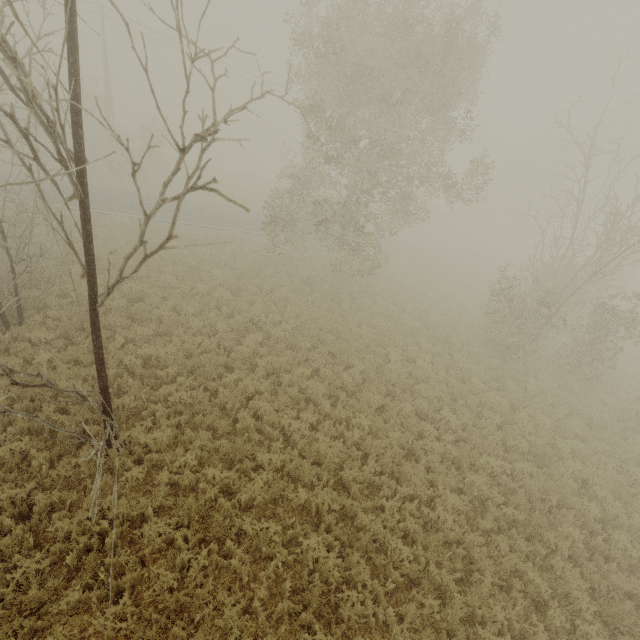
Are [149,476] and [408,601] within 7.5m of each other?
yes
